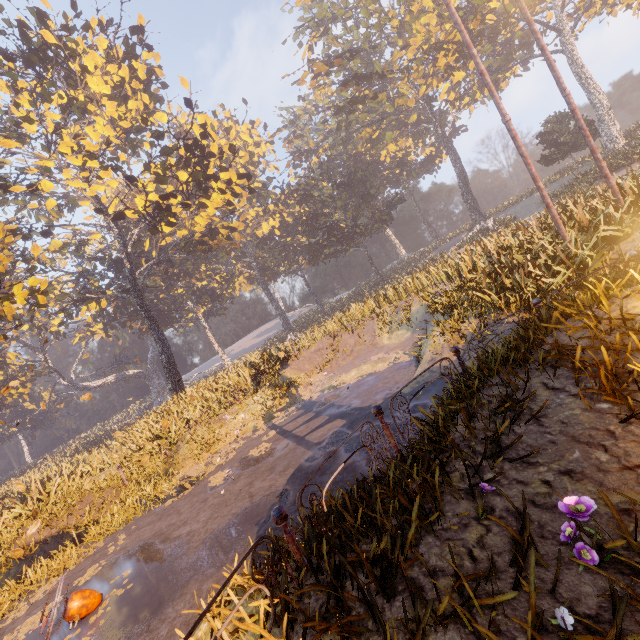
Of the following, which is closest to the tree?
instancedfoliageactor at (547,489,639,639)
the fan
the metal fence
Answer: the fan

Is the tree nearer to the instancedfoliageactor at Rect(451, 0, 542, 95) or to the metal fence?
the instancedfoliageactor at Rect(451, 0, 542, 95)

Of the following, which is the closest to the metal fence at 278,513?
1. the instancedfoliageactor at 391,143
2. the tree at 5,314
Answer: the instancedfoliageactor at 391,143

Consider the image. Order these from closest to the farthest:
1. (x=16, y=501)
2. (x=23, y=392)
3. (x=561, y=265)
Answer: (x=561, y=265), (x=16, y=501), (x=23, y=392)

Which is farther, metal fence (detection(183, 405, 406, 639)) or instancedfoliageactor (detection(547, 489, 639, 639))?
metal fence (detection(183, 405, 406, 639))

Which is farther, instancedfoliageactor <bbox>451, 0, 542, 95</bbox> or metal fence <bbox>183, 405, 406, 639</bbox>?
instancedfoliageactor <bbox>451, 0, 542, 95</bbox>

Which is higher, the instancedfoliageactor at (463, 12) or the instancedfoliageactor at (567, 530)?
the instancedfoliageactor at (463, 12)

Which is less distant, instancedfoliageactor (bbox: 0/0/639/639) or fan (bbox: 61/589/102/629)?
instancedfoliageactor (bbox: 0/0/639/639)
